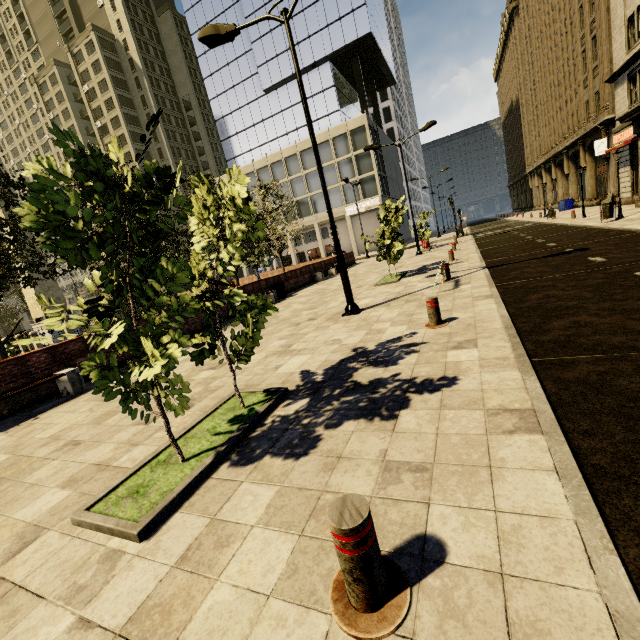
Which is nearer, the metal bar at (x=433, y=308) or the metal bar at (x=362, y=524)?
the metal bar at (x=362, y=524)

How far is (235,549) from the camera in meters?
2.3 m

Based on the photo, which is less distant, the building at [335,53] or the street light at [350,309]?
the street light at [350,309]

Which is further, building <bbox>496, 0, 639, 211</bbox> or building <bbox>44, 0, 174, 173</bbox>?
building <bbox>44, 0, 174, 173</bbox>

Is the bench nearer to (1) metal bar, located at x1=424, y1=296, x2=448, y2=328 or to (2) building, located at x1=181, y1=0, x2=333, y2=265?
(1) metal bar, located at x1=424, y1=296, x2=448, y2=328

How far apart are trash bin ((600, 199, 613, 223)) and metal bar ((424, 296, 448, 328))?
14.38m

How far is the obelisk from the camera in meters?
20.2 m

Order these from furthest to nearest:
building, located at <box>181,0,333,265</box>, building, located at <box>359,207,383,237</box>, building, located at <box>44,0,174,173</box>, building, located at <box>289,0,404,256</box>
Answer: building, located at <box>44,0,174,173</box> < building, located at <box>359,207,383,237</box> < building, located at <box>181,0,333,265</box> < building, located at <box>289,0,404,256</box>
